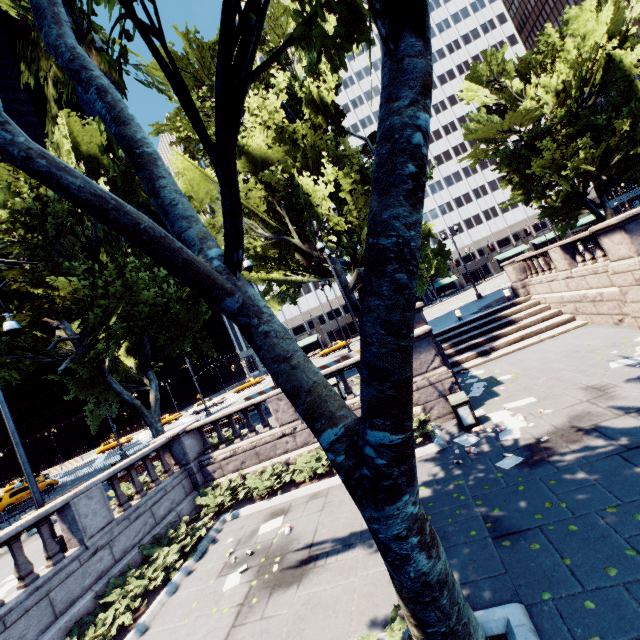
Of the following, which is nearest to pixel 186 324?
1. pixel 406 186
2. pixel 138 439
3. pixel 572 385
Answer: pixel 572 385

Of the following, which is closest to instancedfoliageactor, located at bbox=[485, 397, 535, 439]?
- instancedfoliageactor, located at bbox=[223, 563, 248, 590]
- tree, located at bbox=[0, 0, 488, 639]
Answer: tree, located at bbox=[0, 0, 488, 639]

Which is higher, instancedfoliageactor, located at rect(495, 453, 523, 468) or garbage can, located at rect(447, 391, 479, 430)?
garbage can, located at rect(447, 391, 479, 430)

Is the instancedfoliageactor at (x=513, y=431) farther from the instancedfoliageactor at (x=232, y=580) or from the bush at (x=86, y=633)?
the instancedfoliageactor at (x=232, y=580)

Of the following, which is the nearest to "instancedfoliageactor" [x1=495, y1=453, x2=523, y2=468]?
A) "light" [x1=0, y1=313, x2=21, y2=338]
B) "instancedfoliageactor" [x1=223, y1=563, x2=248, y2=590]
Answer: "instancedfoliageactor" [x1=223, y1=563, x2=248, y2=590]

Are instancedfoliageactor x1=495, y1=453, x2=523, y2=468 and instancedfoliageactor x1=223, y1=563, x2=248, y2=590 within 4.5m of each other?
no

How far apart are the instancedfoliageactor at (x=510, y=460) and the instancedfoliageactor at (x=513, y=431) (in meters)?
0.69

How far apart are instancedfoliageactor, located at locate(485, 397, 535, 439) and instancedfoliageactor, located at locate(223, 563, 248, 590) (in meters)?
6.89
